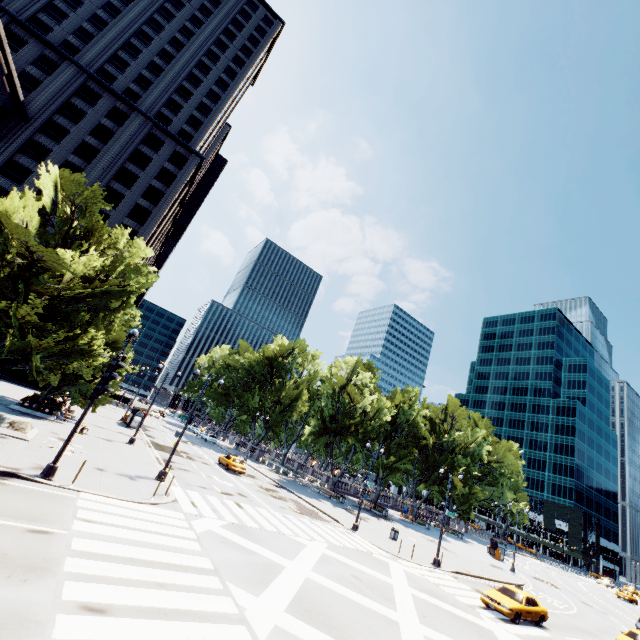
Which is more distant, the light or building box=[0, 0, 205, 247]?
building box=[0, 0, 205, 247]

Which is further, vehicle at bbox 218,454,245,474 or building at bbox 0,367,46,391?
building at bbox 0,367,46,391

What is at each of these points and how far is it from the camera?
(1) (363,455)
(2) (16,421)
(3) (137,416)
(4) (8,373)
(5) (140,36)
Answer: (1) tree, 46.3 meters
(2) rock, 18.4 meters
(3) bus stop, 38.5 meters
(4) building, 39.7 meters
(5) building, 59.7 meters

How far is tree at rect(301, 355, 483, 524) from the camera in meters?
46.6

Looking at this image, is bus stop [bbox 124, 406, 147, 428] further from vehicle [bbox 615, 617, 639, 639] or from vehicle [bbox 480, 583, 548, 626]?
vehicle [bbox 615, 617, 639, 639]

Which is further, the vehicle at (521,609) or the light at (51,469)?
the vehicle at (521,609)

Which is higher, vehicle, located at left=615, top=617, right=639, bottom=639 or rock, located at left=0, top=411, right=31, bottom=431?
vehicle, located at left=615, top=617, right=639, bottom=639

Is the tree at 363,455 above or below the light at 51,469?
above
